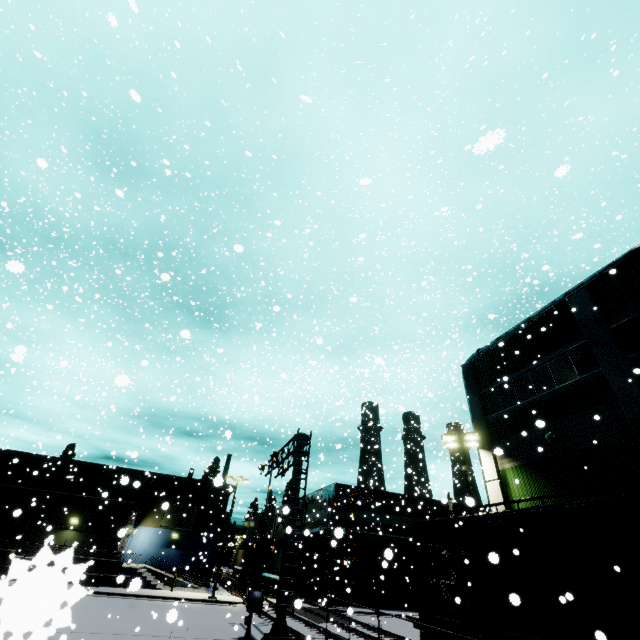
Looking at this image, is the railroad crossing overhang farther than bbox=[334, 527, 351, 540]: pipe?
Yes

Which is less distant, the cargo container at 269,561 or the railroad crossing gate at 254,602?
the railroad crossing gate at 254,602

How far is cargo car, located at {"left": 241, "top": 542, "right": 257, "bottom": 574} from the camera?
43.7 meters

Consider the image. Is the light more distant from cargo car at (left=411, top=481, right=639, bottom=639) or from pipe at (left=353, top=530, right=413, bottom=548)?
pipe at (left=353, top=530, right=413, bottom=548)

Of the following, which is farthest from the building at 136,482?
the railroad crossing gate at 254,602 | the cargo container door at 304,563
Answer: the railroad crossing gate at 254,602

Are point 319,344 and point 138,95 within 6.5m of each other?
yes

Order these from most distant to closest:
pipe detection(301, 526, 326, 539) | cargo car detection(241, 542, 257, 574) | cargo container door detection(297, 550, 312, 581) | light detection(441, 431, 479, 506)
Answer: cargo car detection(241, 542, 257, 574), cargo container door detection(297, 550, 312, 581), light detection(441, 431, 479, 506), pipe detection(301, 526, 326, 539)

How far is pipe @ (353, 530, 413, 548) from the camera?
34.6m
